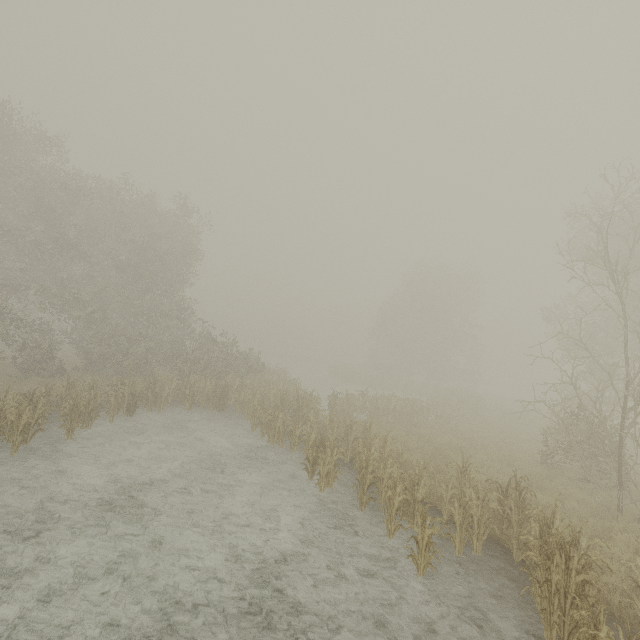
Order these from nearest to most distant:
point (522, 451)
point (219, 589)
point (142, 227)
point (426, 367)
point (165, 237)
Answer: point (219, 589) → point (522, 451) → point (165, 237) → point (142, 227) → point (426, 367)
